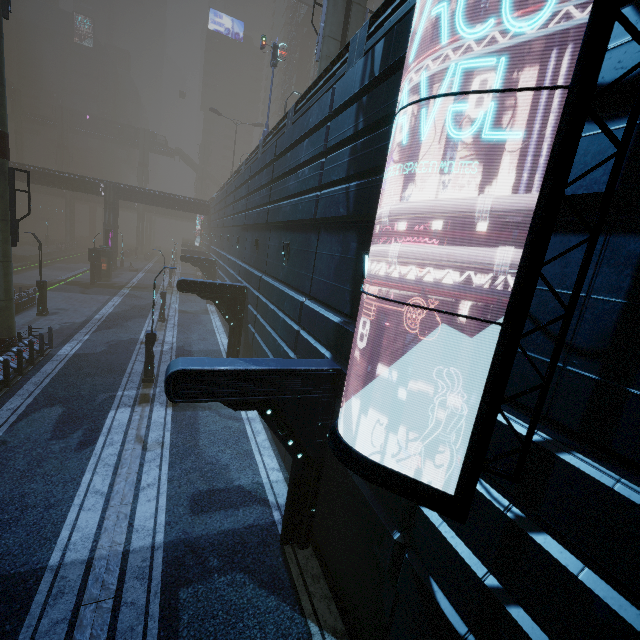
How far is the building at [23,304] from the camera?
22.2m

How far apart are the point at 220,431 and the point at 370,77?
12.2m

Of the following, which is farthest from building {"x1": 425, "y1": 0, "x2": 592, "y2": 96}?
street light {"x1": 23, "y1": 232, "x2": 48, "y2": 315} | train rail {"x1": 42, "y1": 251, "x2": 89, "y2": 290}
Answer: street light {"x1": 23, "y1": 232, "x2": 48, "y2": 315}

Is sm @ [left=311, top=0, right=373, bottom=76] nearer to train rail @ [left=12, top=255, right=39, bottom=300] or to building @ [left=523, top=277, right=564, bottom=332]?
building @ [left=523, top=277, right=564, bottom=332]

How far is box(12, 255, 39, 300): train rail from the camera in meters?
32.9 m

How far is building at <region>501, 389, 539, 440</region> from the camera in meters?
3.5

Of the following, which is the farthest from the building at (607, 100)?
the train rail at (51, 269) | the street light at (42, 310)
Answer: the street light at (42, 310)
